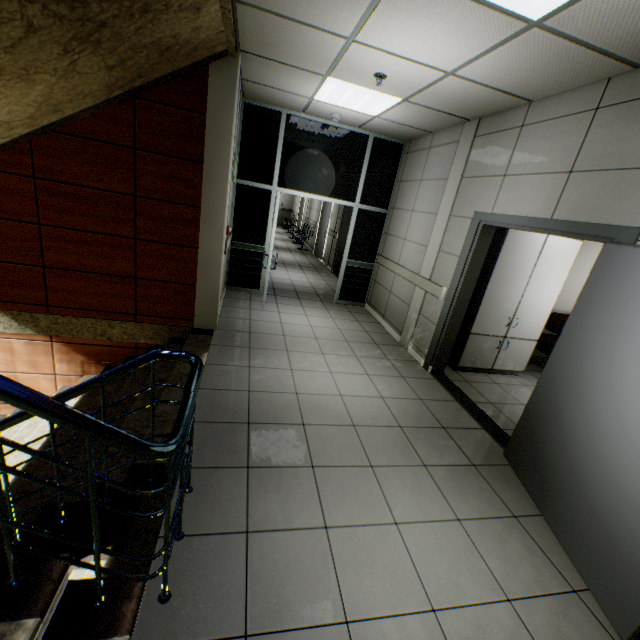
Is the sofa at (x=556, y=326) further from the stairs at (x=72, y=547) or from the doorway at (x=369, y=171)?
the stairs at (x=72, y=547)

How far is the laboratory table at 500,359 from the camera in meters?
4.6

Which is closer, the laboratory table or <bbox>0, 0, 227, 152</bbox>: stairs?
<bbox>0, 0, 227, 152</bbox>: stairs

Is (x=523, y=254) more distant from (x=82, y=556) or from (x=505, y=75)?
(x=82, y=556)

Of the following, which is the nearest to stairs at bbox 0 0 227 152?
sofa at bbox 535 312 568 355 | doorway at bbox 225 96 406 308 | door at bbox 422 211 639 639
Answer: doorway at bbox 225 96 406 308

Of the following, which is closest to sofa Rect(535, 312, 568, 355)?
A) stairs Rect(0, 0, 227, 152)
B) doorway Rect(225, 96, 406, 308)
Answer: doorway Rect(225, 96, 406, 308)

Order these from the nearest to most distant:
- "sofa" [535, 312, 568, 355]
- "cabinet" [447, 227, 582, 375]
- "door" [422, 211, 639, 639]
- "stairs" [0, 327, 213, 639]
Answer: "stairs" [0, 327, 213, 639] → "door" [422, 211, 639, 639] → "cabinet" [447, 227, 582, 375] → "sofa" [535, 312, 568, 355]

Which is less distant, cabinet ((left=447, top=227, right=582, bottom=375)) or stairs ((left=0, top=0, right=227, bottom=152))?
stairs ((left=0, top=0, right=227, bottom=152))
